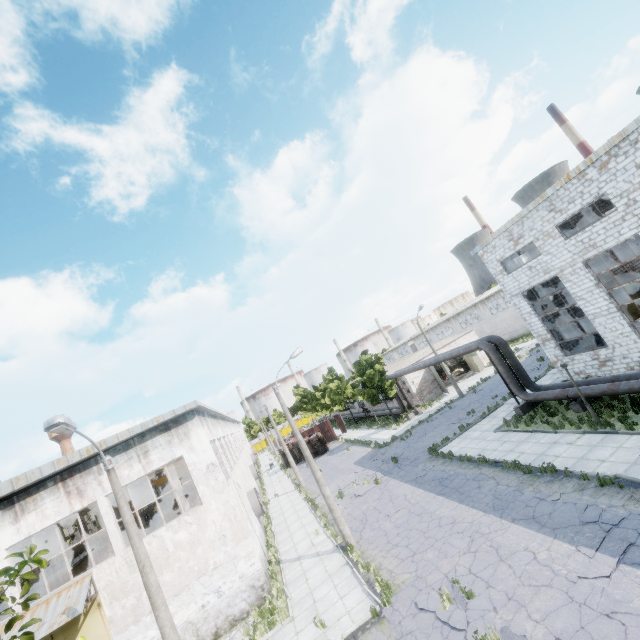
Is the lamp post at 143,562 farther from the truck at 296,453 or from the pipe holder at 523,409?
the truck at 296,453

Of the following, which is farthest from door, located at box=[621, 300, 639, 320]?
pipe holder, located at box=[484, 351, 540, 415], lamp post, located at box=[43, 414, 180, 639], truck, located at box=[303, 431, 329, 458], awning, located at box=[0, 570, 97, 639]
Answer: awning, located at box=[0, 570, 97, 639]

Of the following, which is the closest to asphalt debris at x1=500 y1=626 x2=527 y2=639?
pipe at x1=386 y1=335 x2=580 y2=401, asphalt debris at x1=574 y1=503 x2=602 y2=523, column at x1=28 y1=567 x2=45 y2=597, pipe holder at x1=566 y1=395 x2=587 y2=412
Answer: asphalt debris at x1=574 y1=503 x2=602 y2=523

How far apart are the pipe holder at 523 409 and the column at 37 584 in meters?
35.1 m

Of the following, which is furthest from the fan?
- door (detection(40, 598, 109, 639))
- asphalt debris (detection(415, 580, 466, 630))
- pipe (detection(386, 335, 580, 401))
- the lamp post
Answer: pipe (detection(386, 335, 580, 401))

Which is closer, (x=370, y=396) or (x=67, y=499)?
(x=67, y=499)

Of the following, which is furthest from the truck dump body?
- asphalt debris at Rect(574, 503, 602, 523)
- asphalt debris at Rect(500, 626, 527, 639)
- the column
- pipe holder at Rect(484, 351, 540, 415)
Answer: asphalt debris at Rect(500, 626, 527, 639)

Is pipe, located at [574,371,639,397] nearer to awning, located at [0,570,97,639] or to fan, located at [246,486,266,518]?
fan, located at [246,486,266,518]
